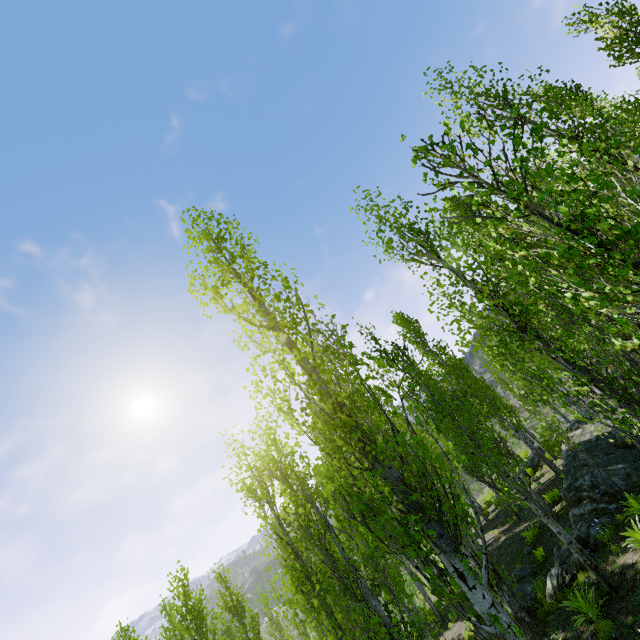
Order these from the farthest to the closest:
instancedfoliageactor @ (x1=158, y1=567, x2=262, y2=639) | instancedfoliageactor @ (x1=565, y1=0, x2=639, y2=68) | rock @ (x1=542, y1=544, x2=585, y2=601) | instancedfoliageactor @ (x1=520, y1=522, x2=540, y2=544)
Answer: instancedfoliageactor @ (x1=520, y1=522, x2=540, y2=544) → instancedfoliageactor @ (x1=158, y1=567, x2=262, y2=639) → instancedfoliageactor @ (x1=565, y1=0, x2=639, y2=68) → rock @ (x1=542, y1=544, x2=585, y2=601)

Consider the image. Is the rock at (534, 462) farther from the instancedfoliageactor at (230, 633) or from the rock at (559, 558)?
the rock at (559, 558)

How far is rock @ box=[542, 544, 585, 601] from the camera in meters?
9.5 m

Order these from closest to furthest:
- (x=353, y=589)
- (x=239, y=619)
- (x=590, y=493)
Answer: (x=353, y=589), (x=590, y=493), (x=239, y=619)

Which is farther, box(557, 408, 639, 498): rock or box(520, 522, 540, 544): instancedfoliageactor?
box(520, 522, 540, 544): instancedfoliageactor
